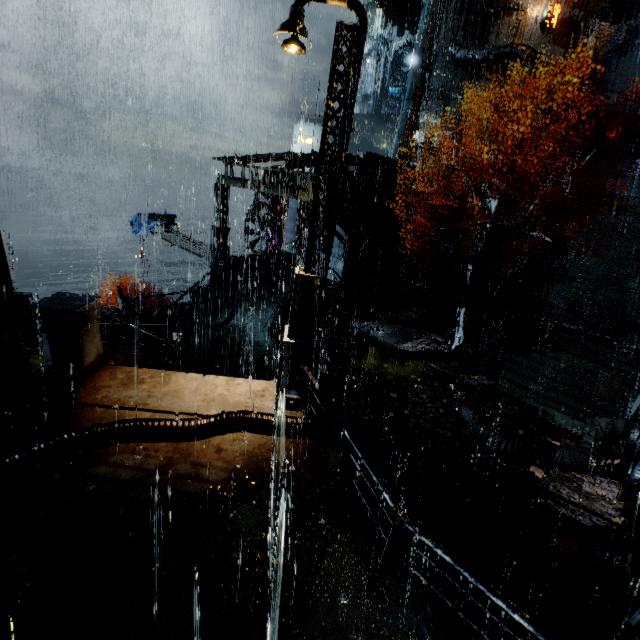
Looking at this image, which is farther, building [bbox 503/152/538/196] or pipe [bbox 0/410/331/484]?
building [bbox 503/152/538/196]

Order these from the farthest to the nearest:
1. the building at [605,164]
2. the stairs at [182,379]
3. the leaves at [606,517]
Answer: the building at [605,164], the leaves at [606,517], the stairs at [182,379]

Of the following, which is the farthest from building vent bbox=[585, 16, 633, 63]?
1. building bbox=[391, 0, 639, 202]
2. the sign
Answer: the sign

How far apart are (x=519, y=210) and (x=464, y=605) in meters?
28.2 m

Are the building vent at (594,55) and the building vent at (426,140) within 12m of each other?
yes

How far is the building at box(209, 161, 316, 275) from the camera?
16.0 meters

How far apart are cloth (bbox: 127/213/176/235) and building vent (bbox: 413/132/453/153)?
28.9 meters

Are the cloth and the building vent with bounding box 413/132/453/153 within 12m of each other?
no
